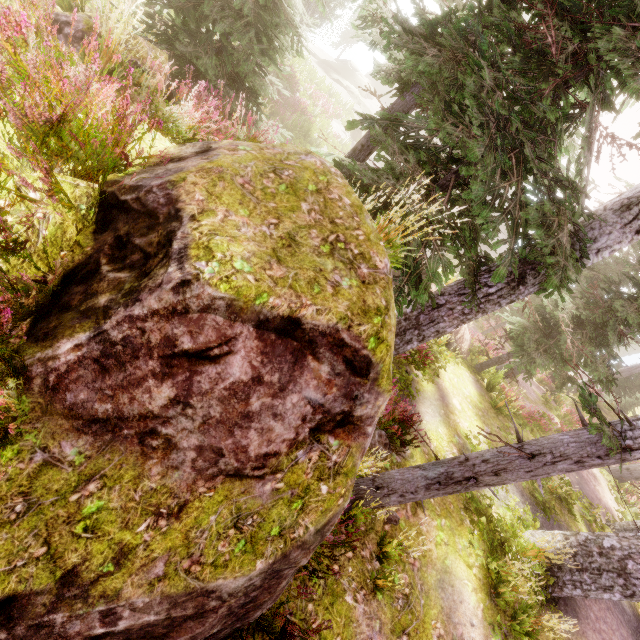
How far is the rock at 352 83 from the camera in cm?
3173

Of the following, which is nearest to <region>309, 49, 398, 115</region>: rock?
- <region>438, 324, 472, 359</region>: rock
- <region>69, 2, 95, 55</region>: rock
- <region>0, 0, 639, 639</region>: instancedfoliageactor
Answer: <region>0, 0, 639, 639</region>: instancedfoliageactor

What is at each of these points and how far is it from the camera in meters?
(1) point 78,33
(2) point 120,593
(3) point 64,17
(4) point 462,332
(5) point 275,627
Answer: (1) rock, 5.4 m
(2) rock, 2.6 m
(3) rock, 5.4 m
(4) rock, 13.7 m
(5) instancedfoliageactor, 3.8 m

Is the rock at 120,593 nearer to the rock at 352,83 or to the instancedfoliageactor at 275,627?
the instancedfoliageactor at 275,627

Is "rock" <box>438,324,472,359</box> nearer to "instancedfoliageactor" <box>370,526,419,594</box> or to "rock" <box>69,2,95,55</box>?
"instancedfoliageactor" <box>370,526,419,594</box>

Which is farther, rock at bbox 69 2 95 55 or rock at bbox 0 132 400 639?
rock at bbox 69 2 95 55

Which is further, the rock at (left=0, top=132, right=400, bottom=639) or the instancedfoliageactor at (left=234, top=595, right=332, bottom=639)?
the instancedfoliageactor at (left=234, top=595, right=332, bottom=639)

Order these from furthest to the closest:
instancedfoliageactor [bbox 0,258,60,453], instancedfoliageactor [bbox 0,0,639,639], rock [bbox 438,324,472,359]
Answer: rock [bbox 438,324,472,359]
instancedfoliageactor [bbox 0,0,639,639]
instancedfoliageactor [bbox 0,258,60,453]
